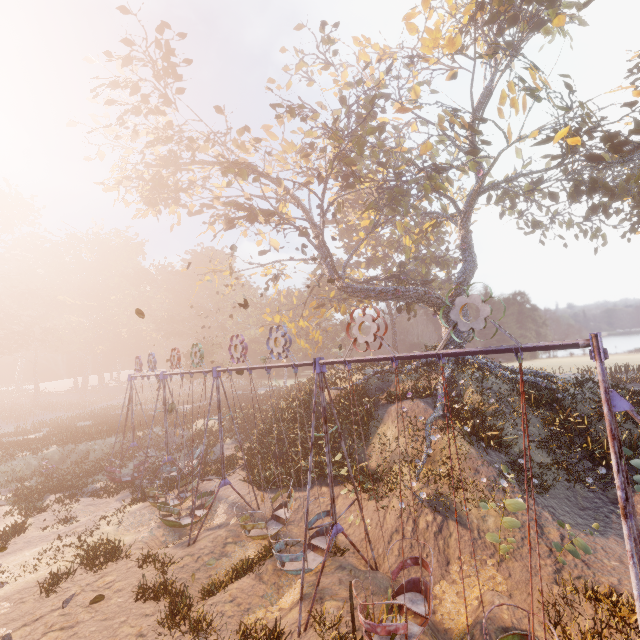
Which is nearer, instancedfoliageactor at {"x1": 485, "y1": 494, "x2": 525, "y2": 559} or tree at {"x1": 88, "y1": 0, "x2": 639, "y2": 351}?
instancedfoliageactor at {"x1": 485, "y1": 494, "x2": 525, "y2": 559}

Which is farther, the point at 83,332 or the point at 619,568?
the point at 83,332

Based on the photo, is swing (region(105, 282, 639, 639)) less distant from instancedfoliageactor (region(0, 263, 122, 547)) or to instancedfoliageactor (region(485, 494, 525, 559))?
instancedfoliageactor (region(485, 494, 525, 559))

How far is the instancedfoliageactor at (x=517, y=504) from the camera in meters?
8.6

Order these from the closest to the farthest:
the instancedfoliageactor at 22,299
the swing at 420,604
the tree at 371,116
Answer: the swing at 420,604, the tree at 371,116, the instancedfoliageactor at 22,299

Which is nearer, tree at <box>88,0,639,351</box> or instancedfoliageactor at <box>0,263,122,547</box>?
tree at <box>88,0,639,351</box>

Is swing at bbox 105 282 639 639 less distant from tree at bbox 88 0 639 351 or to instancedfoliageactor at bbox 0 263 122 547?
tree at bbox 88 0 639 351

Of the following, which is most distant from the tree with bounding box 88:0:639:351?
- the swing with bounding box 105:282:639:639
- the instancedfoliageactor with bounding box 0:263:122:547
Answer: the instancedfoliageactor with bounding box 0:263:122:547
